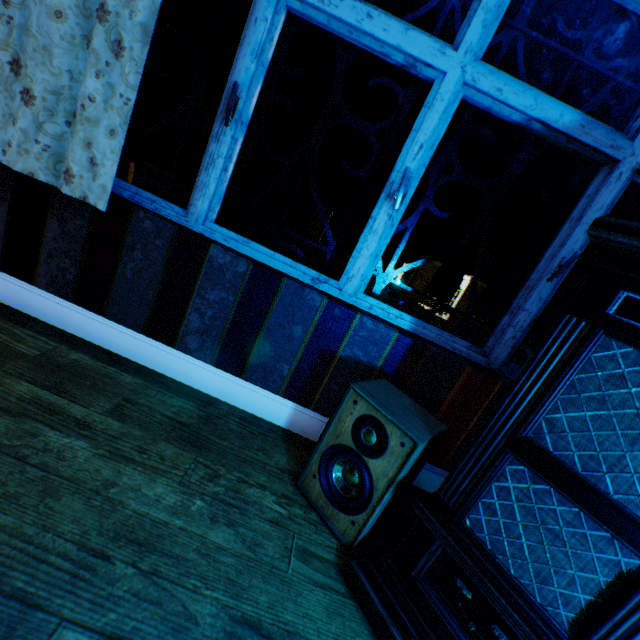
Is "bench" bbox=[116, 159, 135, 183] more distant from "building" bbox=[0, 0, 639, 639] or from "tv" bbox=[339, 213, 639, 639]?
"tv" bbox=[339, 213, 639, 639]

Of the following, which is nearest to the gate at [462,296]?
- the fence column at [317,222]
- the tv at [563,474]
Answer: the fence column at [317,222]

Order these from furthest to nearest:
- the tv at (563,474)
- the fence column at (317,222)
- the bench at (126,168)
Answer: the fence column at (317,222) → the bench at (126,168) → the tv at (563,474)

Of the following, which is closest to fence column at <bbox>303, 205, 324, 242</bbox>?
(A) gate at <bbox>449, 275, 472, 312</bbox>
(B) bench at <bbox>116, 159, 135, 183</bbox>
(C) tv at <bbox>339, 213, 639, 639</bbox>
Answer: (A) gate at <bbox>449, 275, 472, 312</bbox>

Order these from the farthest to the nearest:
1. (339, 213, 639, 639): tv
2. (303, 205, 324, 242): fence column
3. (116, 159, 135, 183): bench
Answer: (303, 205, 324, 242): fence column
(116, 159, 135, 183): bench
(339, 213, 639, 639): tv

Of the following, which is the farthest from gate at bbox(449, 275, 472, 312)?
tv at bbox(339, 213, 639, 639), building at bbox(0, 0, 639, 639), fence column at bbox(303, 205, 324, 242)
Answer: tv at bbox(339, 213, 639, 639)

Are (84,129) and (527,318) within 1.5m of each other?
no

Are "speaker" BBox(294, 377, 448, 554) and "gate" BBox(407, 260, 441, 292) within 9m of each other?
no
